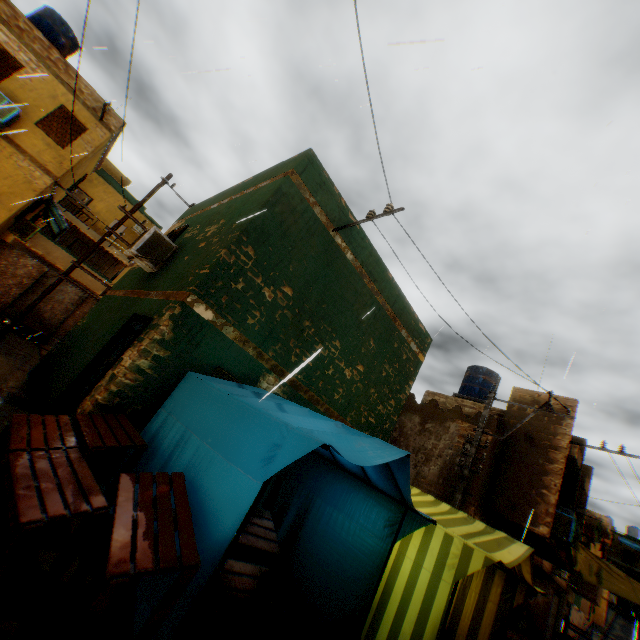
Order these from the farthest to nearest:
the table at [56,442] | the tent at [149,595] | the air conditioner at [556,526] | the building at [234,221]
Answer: the air conditioner at [556,526] → the building at [234,221] → the tent at [149,595] → the table at [56,442]

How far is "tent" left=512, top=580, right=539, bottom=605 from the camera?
5.6m

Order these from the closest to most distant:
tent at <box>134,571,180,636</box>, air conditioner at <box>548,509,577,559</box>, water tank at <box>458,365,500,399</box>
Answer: tent at <box>134,571,180,636</box> → air conditioner at <box>548,509,577,559</box> → water tank at <box>458,365,500,399</box>

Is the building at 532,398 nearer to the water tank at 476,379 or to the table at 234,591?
the table at 234,591

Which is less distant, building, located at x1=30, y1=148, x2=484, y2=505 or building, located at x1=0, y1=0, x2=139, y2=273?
building, located at x1=30, y1=148, x2=484, y2=505

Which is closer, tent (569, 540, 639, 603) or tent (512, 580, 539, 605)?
tent (512, 580, 539, 605)

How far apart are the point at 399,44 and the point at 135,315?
5.9m

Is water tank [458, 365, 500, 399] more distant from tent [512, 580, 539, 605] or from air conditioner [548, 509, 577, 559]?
tent [512, 580, 539, 605]
